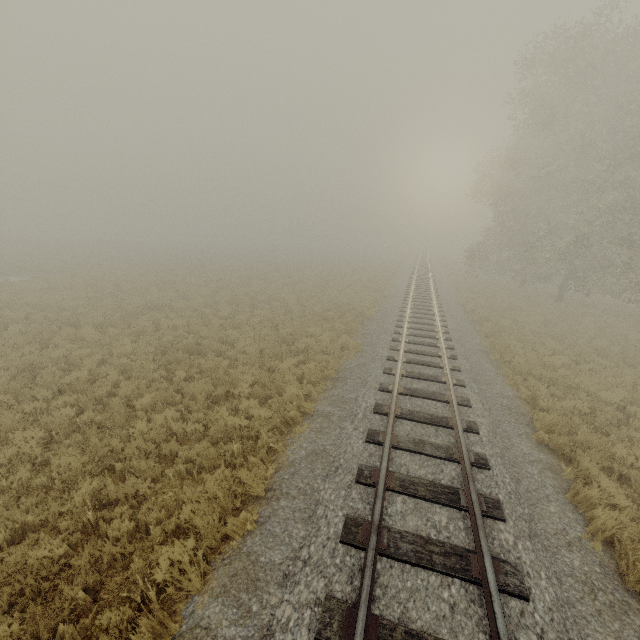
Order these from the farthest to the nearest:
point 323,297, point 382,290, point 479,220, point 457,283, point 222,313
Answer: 1. point 479,220
2. point 457,283
3. point 382,290
4. point 323,297
5. point 222,313
